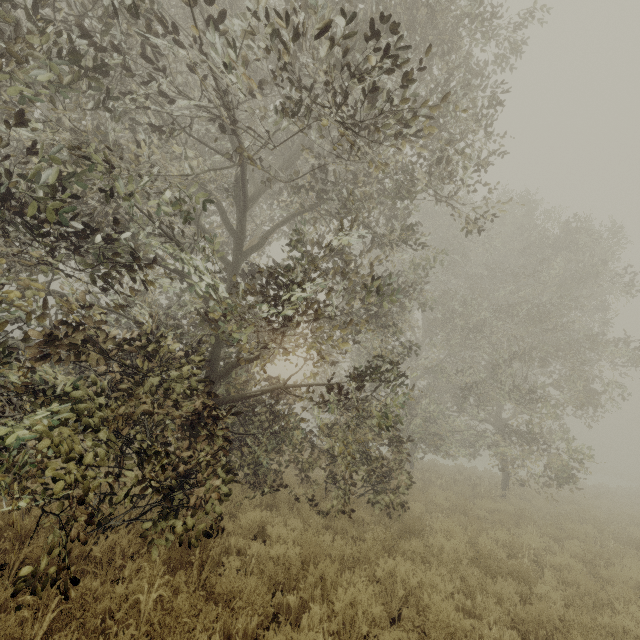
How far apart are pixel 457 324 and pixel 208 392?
12.95m
